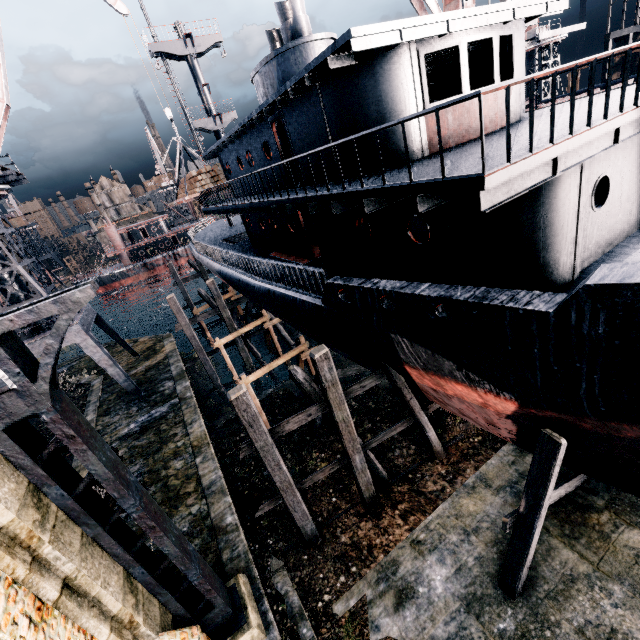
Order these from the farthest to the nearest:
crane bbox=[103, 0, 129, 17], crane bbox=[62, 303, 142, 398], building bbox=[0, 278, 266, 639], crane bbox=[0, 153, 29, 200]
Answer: crane bbox=[62, 303, 142, 398], crane bbox=[103, 0, 129, 17], crane bbox=[0, 153, 29, 200], building bbox=[0, 278, 266, 639]

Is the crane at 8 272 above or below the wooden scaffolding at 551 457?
above

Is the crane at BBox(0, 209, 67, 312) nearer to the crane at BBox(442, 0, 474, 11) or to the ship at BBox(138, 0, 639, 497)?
the ship at BBox(138, 0, 639, 497)

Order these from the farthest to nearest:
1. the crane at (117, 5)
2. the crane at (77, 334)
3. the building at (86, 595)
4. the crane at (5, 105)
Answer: the crane at (77, 334), the crane at (117, 5), the crane at (5, 105), the building at (86, 595)

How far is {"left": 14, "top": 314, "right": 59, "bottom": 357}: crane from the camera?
18.92m

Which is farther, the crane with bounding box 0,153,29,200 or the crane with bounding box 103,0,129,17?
the crane with bounding box 103,0,129,17

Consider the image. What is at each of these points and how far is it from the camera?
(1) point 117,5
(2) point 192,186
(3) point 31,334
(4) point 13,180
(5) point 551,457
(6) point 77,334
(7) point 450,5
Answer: (1) crane, 18.9m
(2) wood pile, 21.4m
(3) crane, 20.3m
(4) crane, 20.4m
(5) wooden scaffolding, 7.9m
(6) crane, 19.8m
(7) crane, 22.0m
